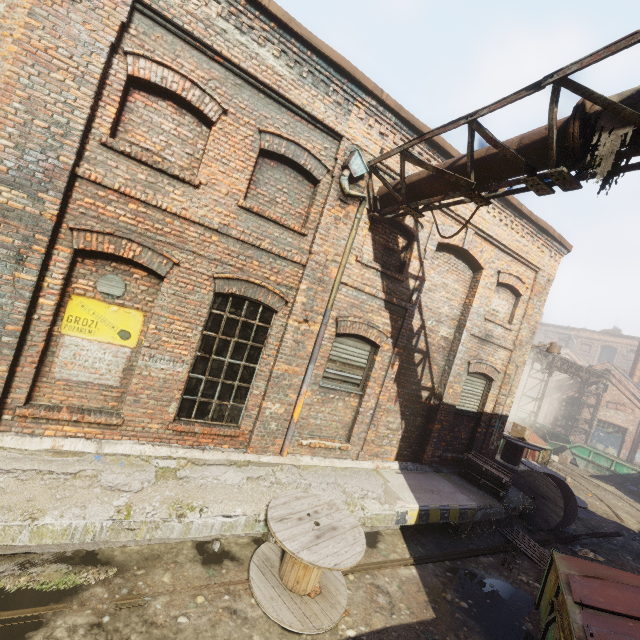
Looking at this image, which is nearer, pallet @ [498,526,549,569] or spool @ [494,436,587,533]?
pallet @ [498,526,549,569]

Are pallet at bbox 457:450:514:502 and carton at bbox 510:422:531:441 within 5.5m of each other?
yes

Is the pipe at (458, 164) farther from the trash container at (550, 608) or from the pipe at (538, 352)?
the pipe at (538, 352)

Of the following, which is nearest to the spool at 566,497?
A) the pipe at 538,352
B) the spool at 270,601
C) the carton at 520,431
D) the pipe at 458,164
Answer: the carton at 520,431

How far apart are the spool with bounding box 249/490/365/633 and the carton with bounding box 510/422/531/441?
9.6 meters

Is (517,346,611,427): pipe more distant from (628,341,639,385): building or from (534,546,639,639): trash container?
(534,546,639,639): trash container

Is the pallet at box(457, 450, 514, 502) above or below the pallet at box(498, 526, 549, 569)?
above

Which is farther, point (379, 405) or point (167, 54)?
point (379, 405)
